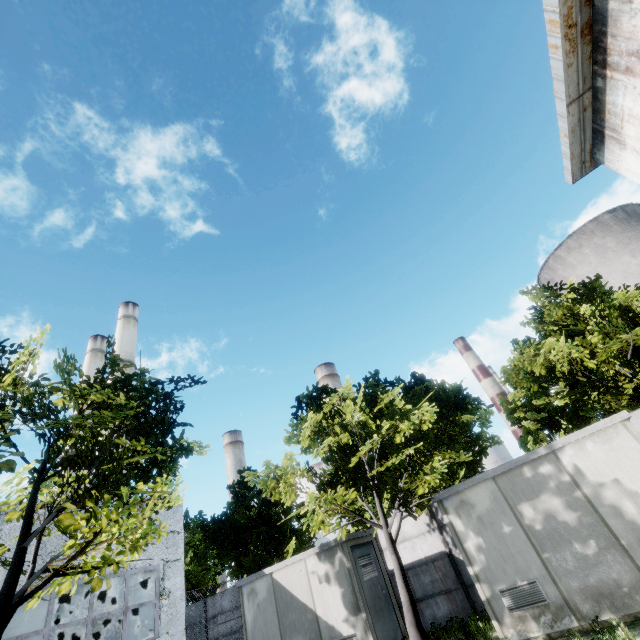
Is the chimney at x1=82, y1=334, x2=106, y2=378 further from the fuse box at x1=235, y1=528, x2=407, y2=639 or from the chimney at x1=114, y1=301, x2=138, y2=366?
the fuse box at x1=235, y1=528, x2=407, y2=639

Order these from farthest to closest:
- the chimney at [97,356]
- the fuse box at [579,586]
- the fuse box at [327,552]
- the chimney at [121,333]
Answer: the chimney at [97,356] → the chimney at [121,333] → the fuse box at [327,552] → the fuse box at [579,586]

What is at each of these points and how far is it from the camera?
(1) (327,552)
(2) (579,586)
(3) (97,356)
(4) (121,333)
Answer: (1) fuse box, 11.15m
(2) fuse box, 7.39m
(3) chimney, 37.75m
(4) chimney, 34.09m

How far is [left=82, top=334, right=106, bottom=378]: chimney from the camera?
36.4 meters

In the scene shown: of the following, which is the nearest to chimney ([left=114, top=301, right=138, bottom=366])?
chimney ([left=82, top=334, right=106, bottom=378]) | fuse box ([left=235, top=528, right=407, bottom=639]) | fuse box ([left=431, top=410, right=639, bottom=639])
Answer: chimney ([left=82, top=334, right=106, bottom=378])

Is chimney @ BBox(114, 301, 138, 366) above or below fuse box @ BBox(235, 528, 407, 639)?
above

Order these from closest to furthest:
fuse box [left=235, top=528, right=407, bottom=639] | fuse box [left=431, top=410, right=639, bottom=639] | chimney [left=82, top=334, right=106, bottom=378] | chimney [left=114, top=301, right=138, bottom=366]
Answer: fuse box [left=431, top=410, right=639, bottom=639] < fuse box [left=235, top=528, right=407, bottom=639] < chimney [left=114, top=301, right=138, bottom=366] < chimney [left=82, top=334, right=106, bottom=378]

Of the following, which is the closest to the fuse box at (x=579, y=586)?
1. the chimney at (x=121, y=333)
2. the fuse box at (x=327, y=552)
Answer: the fuse box at (x=327, y=552)
